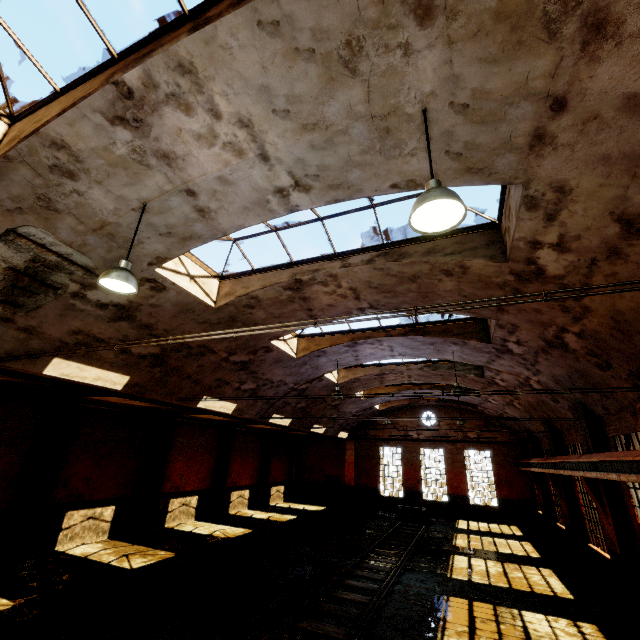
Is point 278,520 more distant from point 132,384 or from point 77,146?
point 77,146

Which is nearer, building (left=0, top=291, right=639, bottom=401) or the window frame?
the window frame

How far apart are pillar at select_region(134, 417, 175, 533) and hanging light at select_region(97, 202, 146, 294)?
12.97m

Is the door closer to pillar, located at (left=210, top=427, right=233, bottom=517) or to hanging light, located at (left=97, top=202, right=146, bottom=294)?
pillar, located at (left=210, top=427, right=233, bottom=517)

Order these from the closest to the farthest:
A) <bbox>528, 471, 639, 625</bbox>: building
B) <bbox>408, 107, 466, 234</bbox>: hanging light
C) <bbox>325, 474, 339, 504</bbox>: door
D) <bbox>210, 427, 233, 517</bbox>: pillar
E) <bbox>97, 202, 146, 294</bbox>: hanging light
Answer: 1. <bbox>408, 107, 466, 234</bbox>: hanging light
2. <bbox>97, 202, 146, 294</bbox>: hanging light
3. <bbox>528, 471, 639, 625</bbox>: building
4. <bbox>210, 427, 233, 517</bbox>: pillar
5. <bbox>325, 474, 339, 504</bbox>: door

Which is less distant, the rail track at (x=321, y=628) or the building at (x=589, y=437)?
the rail track at (x=321, y=628)

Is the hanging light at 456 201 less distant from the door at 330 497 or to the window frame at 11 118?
the window frame at 11 118

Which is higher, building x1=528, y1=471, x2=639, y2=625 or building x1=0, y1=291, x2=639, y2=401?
building x1=0, y1=291, x2=639, y2=401
